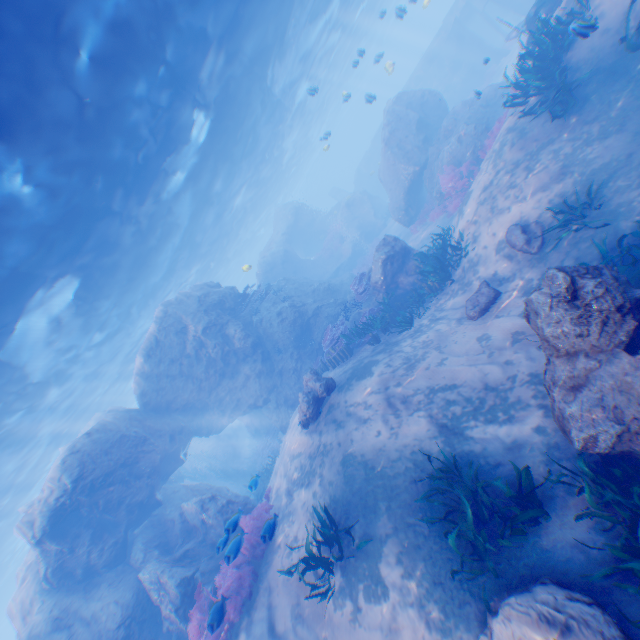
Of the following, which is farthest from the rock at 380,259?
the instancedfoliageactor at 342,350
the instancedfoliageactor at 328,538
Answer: the instancedfoliageactor at 328,538

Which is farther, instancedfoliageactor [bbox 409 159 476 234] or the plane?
instancedfoliageactor [bbox 409 159 476 234]

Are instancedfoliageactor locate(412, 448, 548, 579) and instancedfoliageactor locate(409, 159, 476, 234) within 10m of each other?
no

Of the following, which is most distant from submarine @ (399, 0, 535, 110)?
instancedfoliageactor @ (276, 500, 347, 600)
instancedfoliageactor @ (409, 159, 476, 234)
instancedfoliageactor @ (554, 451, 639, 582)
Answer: instancedfoliageactor @ (276, 500, 347, 600)

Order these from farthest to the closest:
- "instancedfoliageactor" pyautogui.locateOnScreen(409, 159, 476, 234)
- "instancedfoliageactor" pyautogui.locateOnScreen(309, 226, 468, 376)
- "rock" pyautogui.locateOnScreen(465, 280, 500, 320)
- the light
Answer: "instancedfoliageactor" pyautogui.locateOnScreen(409, 159, 476, 234), "instancedfoliageactor" pyautogui.locateOnScreen(309, 226, 468, 376), "rock" pyautogui.locateOnScreen(465, 280, 500, 320), the light

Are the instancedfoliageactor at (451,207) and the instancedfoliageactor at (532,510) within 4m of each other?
no

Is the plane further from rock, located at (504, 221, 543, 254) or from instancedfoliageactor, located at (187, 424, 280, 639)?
instancedfoliageactor, located at (187, 424, 280, 639)

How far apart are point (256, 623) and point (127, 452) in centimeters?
813cm
